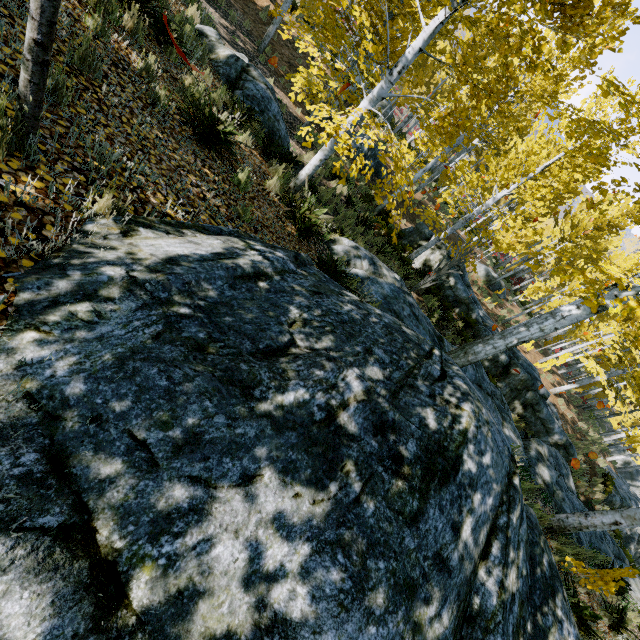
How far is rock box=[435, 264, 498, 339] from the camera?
13.4 meters

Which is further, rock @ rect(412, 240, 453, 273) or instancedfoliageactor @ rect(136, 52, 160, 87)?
rock @ rect(412, 240, 453, 273)

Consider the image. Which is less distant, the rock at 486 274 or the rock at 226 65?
the rock at 226 65

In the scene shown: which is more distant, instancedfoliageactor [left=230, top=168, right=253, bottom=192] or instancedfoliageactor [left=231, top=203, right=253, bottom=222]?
instancedfoliageactor [left=230, top=168, right=253, bottom=192]

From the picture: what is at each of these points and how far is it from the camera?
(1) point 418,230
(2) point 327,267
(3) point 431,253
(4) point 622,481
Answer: (1) rock, 16.48m
(2) instancedfoliageactor, 5.05m
(3) rock, 15.23m
(4) rock, 16.22m

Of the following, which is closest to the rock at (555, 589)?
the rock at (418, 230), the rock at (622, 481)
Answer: the rock at (418, 230)

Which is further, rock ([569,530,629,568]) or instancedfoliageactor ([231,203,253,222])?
rock ([569,530,629,568])

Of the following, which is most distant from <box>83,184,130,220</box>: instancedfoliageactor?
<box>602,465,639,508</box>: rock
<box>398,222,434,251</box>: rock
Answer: <box>398,222,434,251</box>: rock
